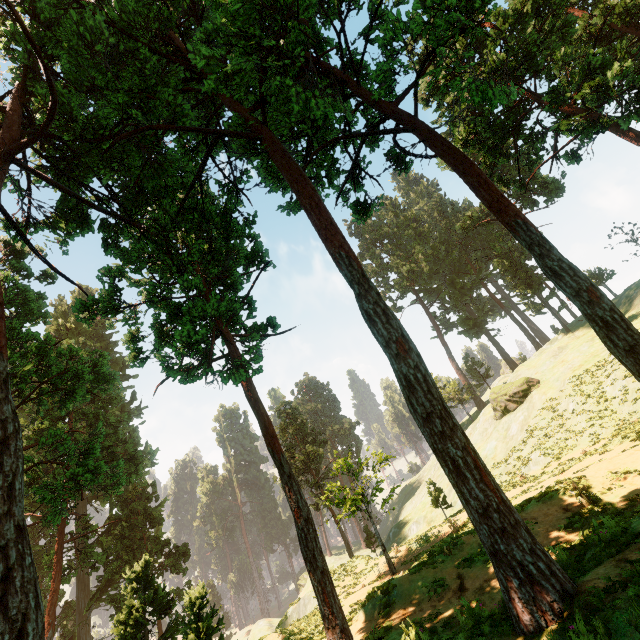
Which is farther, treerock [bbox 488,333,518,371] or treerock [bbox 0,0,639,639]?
treerock [bbox 488,333,518,371]

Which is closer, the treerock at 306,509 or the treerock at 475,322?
the treerock at 306,509

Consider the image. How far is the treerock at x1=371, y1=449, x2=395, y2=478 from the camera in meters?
21.8

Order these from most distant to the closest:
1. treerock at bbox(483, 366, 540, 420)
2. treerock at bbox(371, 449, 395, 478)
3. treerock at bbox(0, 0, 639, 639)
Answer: treerock at bbox(483, 366, 540, 420) < treerock at bbox(371, 449, 395, 478) < treerock at bbox(0, 0, 639, 639)

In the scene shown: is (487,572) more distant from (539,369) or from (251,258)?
(539,369)
